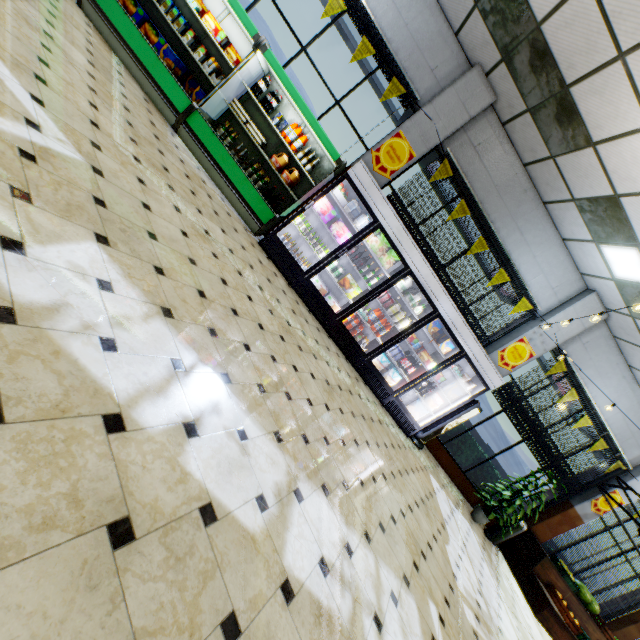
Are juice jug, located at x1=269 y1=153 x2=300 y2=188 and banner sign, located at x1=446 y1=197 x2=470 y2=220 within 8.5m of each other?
yes

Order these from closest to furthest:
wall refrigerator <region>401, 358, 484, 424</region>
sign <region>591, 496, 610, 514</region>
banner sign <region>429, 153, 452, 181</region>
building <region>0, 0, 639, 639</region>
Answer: building <region>0, 0, 639, 639</region> < banner sign <region>429, 153, 452, 181</region> < wall refrigerator <region>401, 358, 484, 424</region> < sign <region>591, 496, 610, 514</region>

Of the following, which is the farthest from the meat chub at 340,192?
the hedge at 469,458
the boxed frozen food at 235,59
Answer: the hedge at 469,458

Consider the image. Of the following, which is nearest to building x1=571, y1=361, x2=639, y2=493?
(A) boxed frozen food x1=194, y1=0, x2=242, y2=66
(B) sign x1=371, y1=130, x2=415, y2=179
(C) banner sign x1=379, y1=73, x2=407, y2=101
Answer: (B) sign x1=371, y1=130, x2=415, y2=179

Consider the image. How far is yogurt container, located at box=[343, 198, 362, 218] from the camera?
5.7 meters

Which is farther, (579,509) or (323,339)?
(579,509)

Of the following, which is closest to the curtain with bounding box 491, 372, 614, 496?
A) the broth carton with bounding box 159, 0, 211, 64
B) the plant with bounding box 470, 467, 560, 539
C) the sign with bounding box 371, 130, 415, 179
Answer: the plant with bounding box 470, 467, 560, 539

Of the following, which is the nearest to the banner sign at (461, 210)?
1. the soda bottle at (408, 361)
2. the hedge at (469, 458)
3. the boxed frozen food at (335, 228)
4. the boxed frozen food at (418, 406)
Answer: the boxed frozen food at (335, 228)
